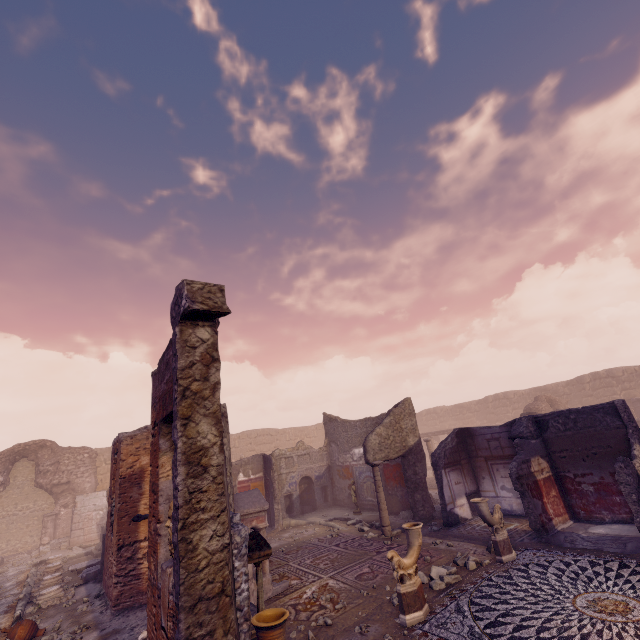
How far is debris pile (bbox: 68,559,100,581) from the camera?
10.5m

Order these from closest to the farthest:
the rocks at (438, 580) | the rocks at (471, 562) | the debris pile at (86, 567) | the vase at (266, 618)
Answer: the vase at (266, 618), the rocks at (438, 580), the rocks at (471, 562), the debris pile at (86, 567)

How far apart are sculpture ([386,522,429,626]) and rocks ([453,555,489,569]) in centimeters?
192cm

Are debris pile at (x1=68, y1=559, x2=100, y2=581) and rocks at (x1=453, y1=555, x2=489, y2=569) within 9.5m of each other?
no

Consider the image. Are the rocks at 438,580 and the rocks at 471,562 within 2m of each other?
yes

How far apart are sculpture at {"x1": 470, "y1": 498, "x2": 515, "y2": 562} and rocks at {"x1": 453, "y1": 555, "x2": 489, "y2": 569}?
0.14m

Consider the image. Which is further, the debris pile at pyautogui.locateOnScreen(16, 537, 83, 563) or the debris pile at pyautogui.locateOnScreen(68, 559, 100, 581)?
the debris pile at pyautogui.locateOnScreen(16, 537, 83, 563)

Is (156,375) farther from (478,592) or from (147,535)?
(478,592)
